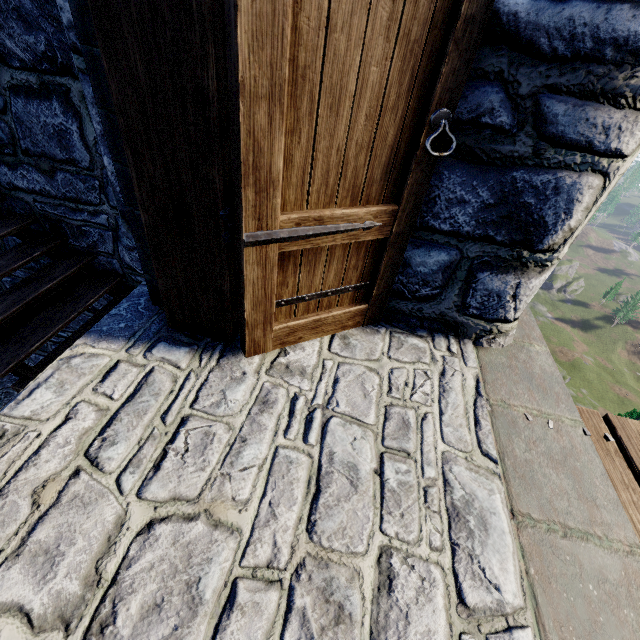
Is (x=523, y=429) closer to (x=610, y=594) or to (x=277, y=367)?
(x=610, y=594)
